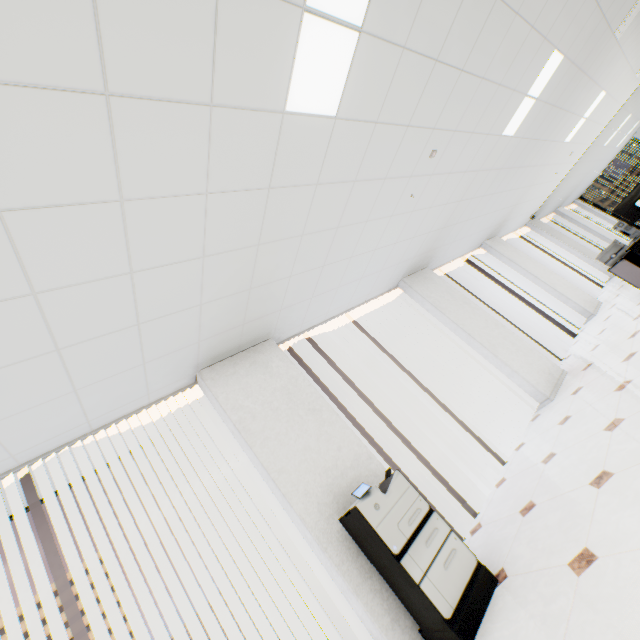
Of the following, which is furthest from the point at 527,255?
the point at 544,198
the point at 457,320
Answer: the point at 457,320

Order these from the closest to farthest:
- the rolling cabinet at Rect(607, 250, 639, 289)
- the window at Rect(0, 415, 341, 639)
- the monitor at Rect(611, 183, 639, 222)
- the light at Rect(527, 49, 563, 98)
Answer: the window at Rect(0, 415, 341, 639) → the light at Rect(527, 49, 563, 98) → the monitor at Rect(611, 183, 639, 222) → the rolling cabinet at Rect(607, 250, 639, 289)

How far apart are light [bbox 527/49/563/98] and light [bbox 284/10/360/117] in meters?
3.5 m

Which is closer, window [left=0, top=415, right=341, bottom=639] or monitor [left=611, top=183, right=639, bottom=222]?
window [left=0, top=415, right=341, bottom=639]

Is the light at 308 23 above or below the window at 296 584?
above

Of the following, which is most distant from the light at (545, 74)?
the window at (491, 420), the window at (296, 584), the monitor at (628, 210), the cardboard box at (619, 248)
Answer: the window at (296, 584)

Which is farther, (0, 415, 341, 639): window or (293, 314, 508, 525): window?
(293, 314, 508, 525): window

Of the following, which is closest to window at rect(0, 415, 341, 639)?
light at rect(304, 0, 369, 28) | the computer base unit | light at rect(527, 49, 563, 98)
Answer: light at rect(304, 0, 369, 28)
